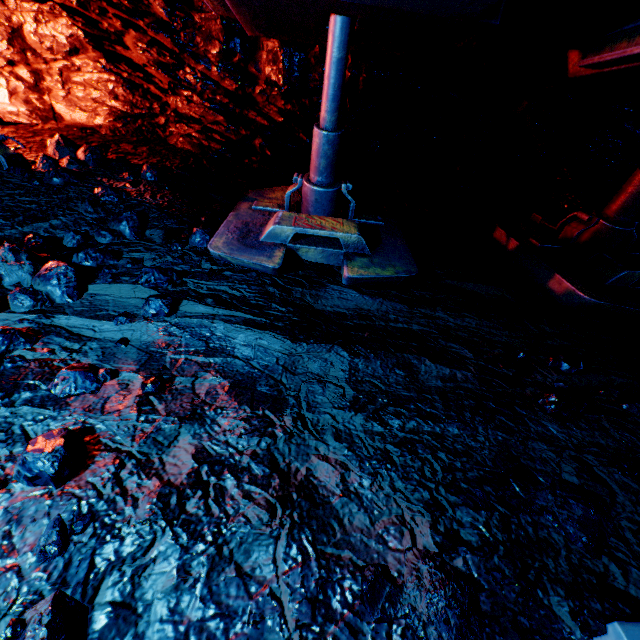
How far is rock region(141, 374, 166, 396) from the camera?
1.55m

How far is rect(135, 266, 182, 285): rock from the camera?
2.20m

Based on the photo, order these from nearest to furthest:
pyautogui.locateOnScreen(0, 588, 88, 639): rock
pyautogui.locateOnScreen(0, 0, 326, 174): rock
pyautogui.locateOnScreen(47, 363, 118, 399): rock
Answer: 1. pyautogui.locateOnScreen(0, 588, 88, 639): rock
2. pyautogui.locateOnScreen(47, 363, 118, 399): rock
3. pyautogui.locateOnScreen(0, 0, 326, 174): rock

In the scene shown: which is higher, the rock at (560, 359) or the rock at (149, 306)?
the rock at (149, 306)

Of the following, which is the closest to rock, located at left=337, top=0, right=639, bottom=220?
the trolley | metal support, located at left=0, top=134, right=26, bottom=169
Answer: the trolley

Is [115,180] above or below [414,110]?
below

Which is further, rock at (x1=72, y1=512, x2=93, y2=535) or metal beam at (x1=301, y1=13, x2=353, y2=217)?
metal beam at (x1=301, y1=13, x2=353, y2=217)

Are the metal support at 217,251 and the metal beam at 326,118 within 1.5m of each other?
yes
